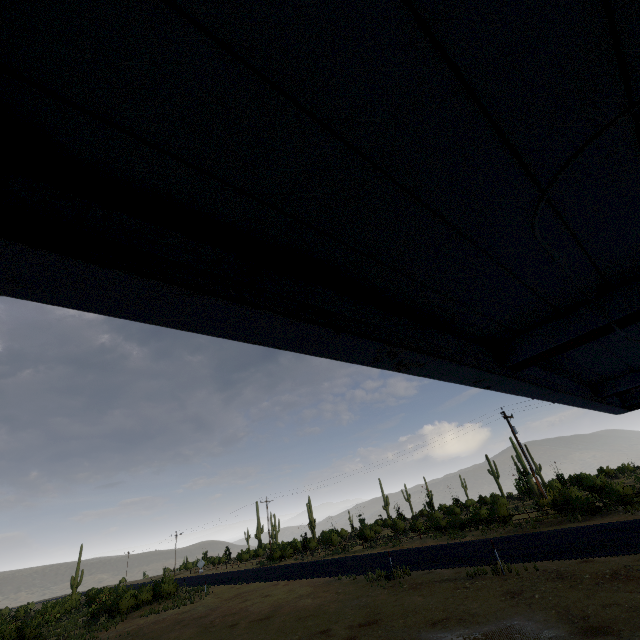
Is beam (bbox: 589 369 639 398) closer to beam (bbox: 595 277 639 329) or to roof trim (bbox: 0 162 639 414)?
roof trim (bbox: 0 162 639 414)

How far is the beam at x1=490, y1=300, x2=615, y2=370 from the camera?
2.3 meters

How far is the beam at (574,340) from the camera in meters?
2.3

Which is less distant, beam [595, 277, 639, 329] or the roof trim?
the roof trim

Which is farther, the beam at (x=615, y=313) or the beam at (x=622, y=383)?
the beam at (x=622, y=383)

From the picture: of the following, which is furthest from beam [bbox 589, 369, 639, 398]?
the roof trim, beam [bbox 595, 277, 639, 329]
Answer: beam [bbox 595, 277, 639, 329]

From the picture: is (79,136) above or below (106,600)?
above
